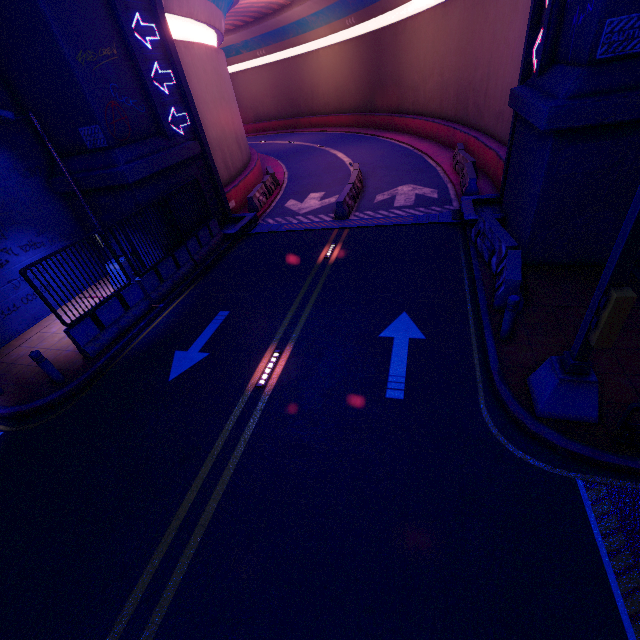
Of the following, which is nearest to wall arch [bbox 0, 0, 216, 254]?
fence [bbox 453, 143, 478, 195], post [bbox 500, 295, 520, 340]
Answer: fence [bbox 453, 143, 478, 195]

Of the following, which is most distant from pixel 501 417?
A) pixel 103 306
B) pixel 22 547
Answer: pixel 103 306

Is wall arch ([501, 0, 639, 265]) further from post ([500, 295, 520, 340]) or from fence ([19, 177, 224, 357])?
post ([500, 295, 520, 340])

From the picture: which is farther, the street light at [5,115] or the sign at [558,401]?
the street light at [5,115]

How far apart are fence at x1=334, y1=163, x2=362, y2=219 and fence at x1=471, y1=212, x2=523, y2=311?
5.70m

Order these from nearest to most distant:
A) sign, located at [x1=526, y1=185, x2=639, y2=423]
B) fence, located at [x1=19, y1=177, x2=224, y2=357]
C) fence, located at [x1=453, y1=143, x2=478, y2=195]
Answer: sign, located at [x1=526, y1=185, x2=639, y2=423] → fence, located at [x1=19, y1=177, x2=224, y2=357] → fence, located at [x1=453, y1=143, x2=478, y2=195]

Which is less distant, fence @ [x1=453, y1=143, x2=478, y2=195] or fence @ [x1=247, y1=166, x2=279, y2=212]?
fence @ [x1=453, y1=143, x2=478, y2=195]

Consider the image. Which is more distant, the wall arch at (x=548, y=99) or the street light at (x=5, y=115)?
the street light at (x=5, y=115)
